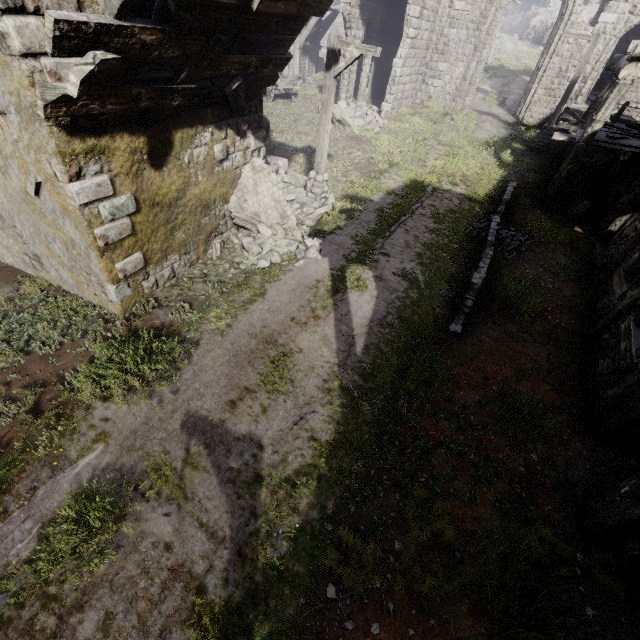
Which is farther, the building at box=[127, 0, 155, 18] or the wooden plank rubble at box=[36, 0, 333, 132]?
the building at box=[127, 0, 155, 18]

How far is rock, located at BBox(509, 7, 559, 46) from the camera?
46.0m

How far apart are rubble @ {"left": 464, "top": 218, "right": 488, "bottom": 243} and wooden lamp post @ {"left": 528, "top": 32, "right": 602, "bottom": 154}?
8.7m

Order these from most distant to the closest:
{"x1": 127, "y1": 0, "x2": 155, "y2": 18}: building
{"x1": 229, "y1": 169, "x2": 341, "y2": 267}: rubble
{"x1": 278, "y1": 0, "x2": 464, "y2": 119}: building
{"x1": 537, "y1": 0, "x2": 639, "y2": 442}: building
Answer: {"x1": 278, "y1": 0, "x2": 464, "y2": 119}: building
{"x1": 229, "y1": 169, "x2": 341, "y2": 267}: rubble
{"x1": 537, "y1": 0, "x2": 639, "y2": 442}: building
{"x1": 127, "y1": 0, "x2": 155, "y2": 18}: building

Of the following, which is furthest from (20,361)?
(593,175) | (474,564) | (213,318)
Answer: (593,175)

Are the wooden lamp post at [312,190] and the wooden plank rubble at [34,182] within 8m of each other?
yes

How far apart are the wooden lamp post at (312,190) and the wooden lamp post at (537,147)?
13.04m

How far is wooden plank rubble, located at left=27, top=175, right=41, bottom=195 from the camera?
5.6 meters
